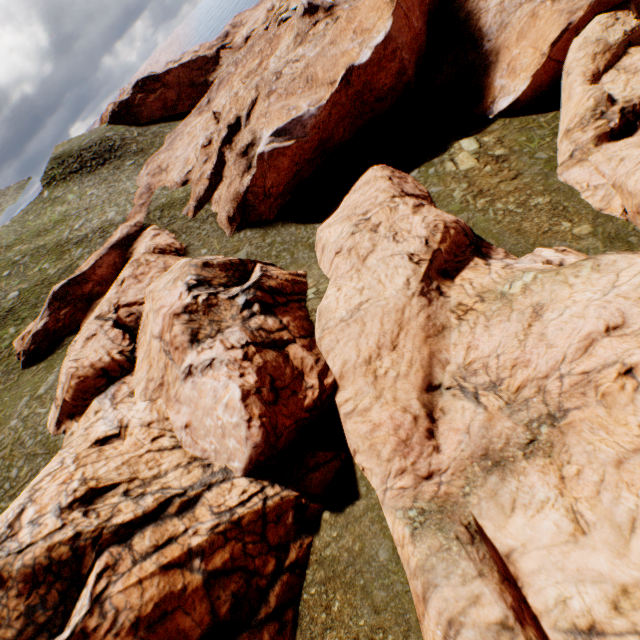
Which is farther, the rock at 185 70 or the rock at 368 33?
the rock at 185 70

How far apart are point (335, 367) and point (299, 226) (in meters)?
16.25

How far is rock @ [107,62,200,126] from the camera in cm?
5791

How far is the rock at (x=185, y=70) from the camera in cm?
5791

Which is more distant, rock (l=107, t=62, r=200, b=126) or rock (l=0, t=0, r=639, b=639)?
rock (l=107, t=62, r=200, b=126)
